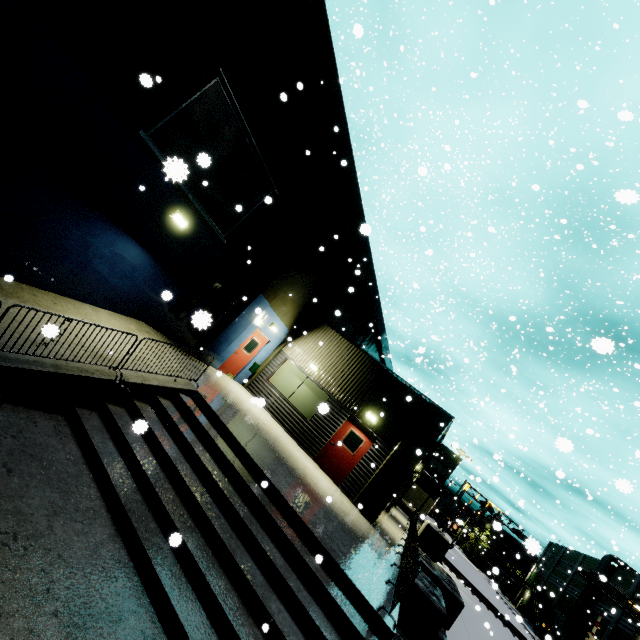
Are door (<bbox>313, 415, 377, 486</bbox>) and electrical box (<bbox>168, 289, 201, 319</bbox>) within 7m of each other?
no

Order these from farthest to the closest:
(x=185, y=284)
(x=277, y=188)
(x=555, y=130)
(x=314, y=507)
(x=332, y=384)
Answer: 1. (x=555, y=130)
2. (x=332, y=384)
3. (x=277, y=188)
4. (x=185, y=284)
5. (x=314, y=507)

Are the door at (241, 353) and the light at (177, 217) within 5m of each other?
no

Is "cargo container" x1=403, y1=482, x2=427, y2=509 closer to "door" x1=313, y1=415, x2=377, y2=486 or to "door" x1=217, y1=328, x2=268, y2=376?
"door" x1=313, y1=415, x2=377, y2=486

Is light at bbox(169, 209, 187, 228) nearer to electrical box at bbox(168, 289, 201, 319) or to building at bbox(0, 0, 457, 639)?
building at bbox(0, 0, 457, 639)

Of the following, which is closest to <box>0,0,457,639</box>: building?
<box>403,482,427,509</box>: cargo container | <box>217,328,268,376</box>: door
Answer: <box>217,328,268,376</box>: door

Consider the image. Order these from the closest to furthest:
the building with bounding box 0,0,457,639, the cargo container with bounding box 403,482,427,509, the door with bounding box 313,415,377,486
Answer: the building with bounding box 0,0,457,639
the door with bounding box 313,415,377,486
the cargo container with bounding box 403,482,427,509

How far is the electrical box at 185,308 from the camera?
10.7m
